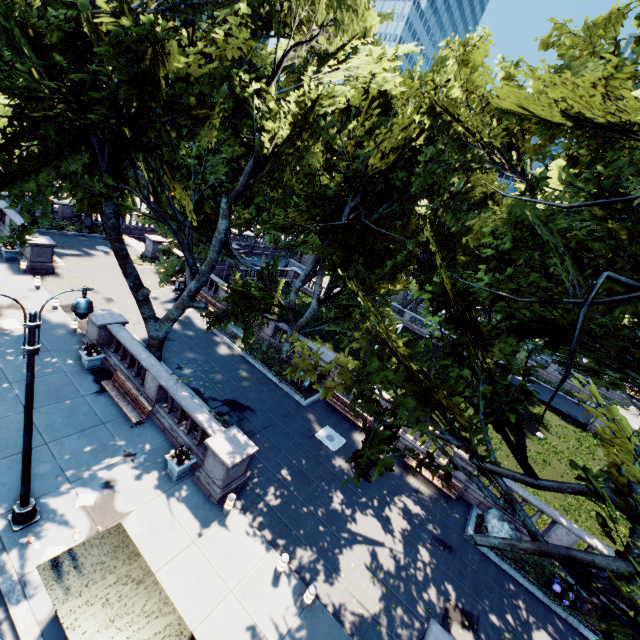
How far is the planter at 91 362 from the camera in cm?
1508

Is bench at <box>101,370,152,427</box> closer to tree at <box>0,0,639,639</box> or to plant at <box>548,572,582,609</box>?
tree at <box>0,0,639,639</box>

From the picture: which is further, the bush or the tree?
the bush

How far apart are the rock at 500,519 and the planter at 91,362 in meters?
20.0 m

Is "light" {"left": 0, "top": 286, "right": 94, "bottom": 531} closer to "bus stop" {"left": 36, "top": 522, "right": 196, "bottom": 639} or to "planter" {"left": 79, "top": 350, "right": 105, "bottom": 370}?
"bus stop" {"left": 36, "top": 522, "right": 196, "bottom": 639}

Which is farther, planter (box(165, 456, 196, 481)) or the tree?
planter (box(165, 456, 196, 481))

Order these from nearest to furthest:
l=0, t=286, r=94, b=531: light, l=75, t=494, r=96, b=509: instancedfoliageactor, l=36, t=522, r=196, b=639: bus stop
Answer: l=36, t=522, r=196, b=639: bus stop < l=0, t=286, r=94, b=531: light < l=75, t=494, r=96, b=509: instancedfoliageactor

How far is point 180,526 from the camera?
10.8m
